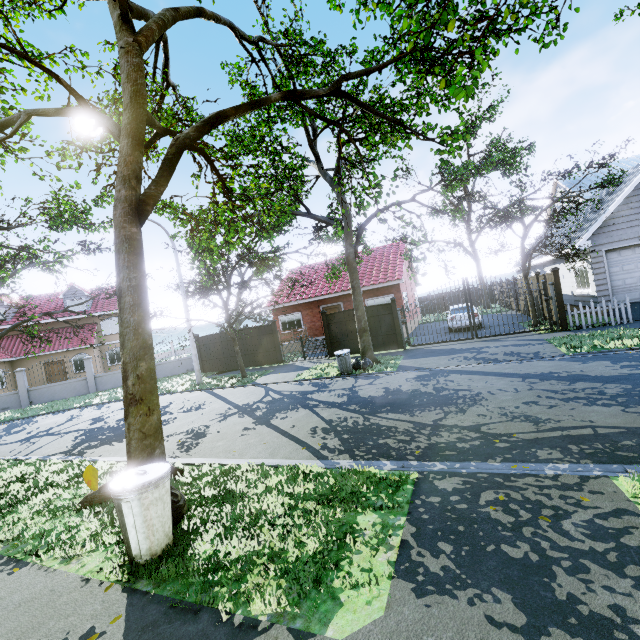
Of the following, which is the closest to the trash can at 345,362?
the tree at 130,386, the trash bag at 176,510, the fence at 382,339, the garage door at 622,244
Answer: the tree at 130,386

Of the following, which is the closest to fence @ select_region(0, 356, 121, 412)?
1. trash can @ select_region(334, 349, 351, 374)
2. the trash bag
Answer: trash can @ select_region(334, 349, 351, 374)

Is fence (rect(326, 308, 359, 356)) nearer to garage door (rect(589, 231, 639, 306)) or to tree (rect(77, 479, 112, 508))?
tree (rect(77, 479, 112, 508))

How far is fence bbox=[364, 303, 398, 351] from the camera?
16.0m

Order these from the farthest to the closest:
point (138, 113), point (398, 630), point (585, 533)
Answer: point (138, 113)
point (585, 533)
point (398, 630)

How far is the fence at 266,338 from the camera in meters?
18.8 m

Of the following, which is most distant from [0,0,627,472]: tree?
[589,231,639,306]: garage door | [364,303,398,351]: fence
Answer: [589,231,639,306]: garage door

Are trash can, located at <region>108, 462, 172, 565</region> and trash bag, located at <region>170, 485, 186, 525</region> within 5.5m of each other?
yes
